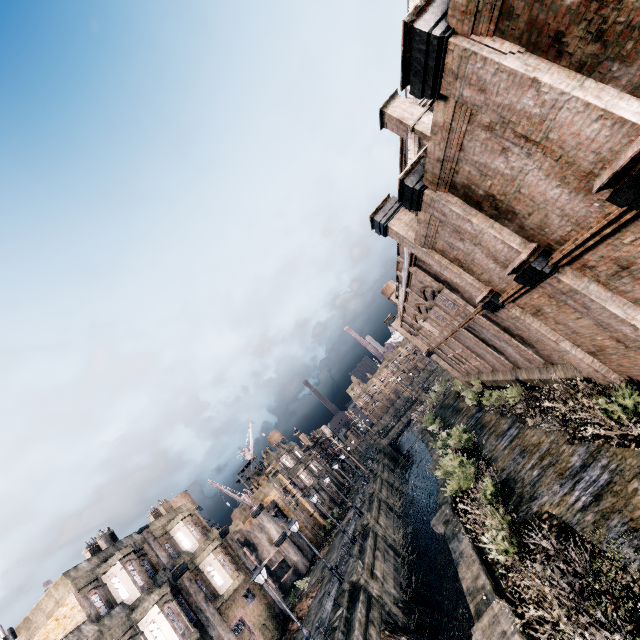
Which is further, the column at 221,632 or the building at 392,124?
the column at 221,632

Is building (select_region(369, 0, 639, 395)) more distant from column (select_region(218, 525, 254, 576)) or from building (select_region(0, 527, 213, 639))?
column (select_region(218, 525, 254, 576))

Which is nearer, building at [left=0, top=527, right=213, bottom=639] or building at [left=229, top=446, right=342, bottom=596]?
building at [left=0, top=527, right=213, bottom=639]

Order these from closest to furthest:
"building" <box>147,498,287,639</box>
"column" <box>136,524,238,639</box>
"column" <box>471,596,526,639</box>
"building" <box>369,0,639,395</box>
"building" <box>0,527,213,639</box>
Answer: "building" <box>369,0,639,395</box>
"column" <box>471,596,526,639</box>
"building" <box>0,527,213,639</box>
"column" <box>136,524,238,639</box>
"building" <box>147,498,287,639</box>

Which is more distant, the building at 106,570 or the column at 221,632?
the column at 221,632

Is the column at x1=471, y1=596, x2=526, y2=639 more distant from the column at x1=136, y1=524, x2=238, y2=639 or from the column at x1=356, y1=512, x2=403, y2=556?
the column at x1=356, y1=512, x2=403, y2=556

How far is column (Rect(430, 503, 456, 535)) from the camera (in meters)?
17.11

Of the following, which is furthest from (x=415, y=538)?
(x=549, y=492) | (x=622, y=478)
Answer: (x=622, y=478)
